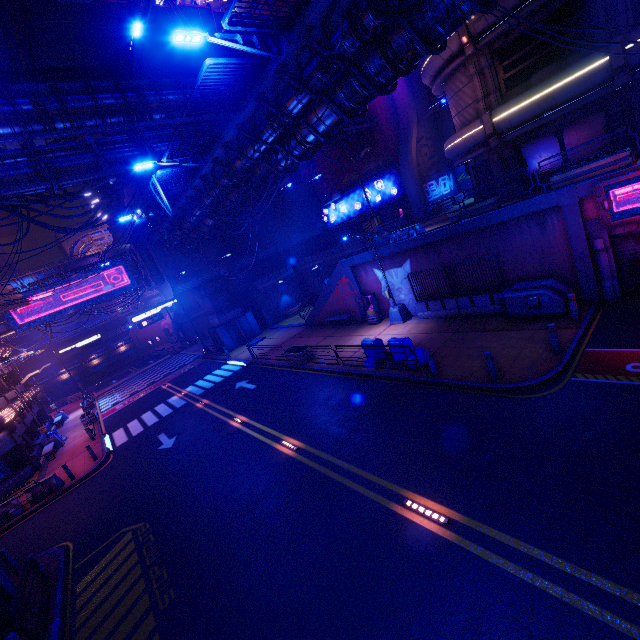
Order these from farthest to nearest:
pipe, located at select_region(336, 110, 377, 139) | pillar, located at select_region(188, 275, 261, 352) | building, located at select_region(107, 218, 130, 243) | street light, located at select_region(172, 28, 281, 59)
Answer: building, located at select_region(107, 218, 130, 243), pillar, located at select_region(188, 275, 261, 352), pipe, located at select_region(336, 110, 377, 139), street light, located at select_region(172, 28, 281, 59)

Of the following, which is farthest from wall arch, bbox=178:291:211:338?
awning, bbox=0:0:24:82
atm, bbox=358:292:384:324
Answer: atm, bbox=358:292:384:324

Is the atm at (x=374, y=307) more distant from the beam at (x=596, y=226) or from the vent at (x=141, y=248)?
the vent at (x=141, y=248)

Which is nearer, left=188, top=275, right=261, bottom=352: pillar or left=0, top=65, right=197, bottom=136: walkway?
left=0, top=65, right=197, bottom=136: walkway

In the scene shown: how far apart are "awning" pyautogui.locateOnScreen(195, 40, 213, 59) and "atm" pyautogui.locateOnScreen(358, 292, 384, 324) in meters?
16.8

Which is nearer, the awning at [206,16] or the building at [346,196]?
the awning at [206,16]

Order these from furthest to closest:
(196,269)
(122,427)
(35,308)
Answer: (35,308) < (196,269) < (122,427)

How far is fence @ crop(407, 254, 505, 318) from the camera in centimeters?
1517cm
